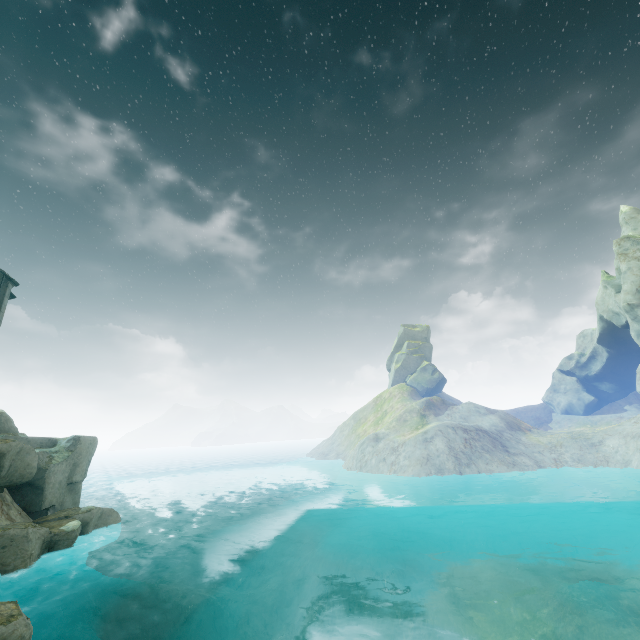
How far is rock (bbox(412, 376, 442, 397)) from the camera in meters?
58.2 m

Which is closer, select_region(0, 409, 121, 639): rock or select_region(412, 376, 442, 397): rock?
select_region(0, 409, 121, 639): rock

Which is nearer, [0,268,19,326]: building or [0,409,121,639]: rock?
[0,409,121,639]: rock

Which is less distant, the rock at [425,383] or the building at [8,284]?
the building at [8,284]

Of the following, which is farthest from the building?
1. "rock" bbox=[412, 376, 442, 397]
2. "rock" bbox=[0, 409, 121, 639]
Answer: "rock" bbox=[412, 376, 442, 397]

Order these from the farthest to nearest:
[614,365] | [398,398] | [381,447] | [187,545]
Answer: [398,398]
[614,365]
[187,545]
[381,447]

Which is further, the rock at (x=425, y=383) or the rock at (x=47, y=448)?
the rock at (x=425, y=383)

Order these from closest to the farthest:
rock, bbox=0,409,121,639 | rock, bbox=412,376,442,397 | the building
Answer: rock, bbox=0,409,121,639 → the building → rock, bbox=412,376,442,397
